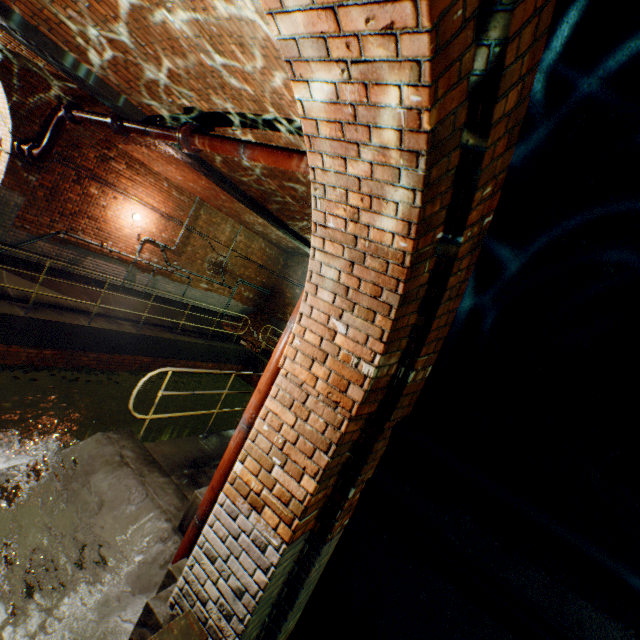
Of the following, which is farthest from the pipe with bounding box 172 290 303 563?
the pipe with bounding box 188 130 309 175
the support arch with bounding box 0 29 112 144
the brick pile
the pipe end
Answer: the brick pile

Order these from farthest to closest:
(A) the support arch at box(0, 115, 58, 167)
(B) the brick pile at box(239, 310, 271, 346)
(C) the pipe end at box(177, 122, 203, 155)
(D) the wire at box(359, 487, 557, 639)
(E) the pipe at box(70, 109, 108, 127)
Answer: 1. (B) the brick pile at box(239, 310, 271, 346)
2. (A) the support arch at box(0, 115, 58, 167)
3. (E) the pipe at box(70, 109, 108, 127)
4. (C) the pipe end at box(177, 122, 203, 155)
5. (D) the wire at box(359, 487, 557, 639)

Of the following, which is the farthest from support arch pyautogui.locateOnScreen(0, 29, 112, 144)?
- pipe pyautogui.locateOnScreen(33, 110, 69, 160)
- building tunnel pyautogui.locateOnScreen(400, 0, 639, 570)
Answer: building tunnel pyautogui.locateOnScreen(400, 0, 639, 570)

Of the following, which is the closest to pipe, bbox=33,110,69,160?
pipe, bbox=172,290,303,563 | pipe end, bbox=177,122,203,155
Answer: pipe end, bbox=177,122,203,155

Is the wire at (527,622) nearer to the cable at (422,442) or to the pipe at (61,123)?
the cable at (422,442)

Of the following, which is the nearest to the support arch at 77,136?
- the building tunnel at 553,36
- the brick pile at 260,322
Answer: the brick pile at 260,322

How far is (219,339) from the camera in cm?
1254

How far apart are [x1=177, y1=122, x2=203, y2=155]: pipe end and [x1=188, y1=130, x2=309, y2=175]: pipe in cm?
1
